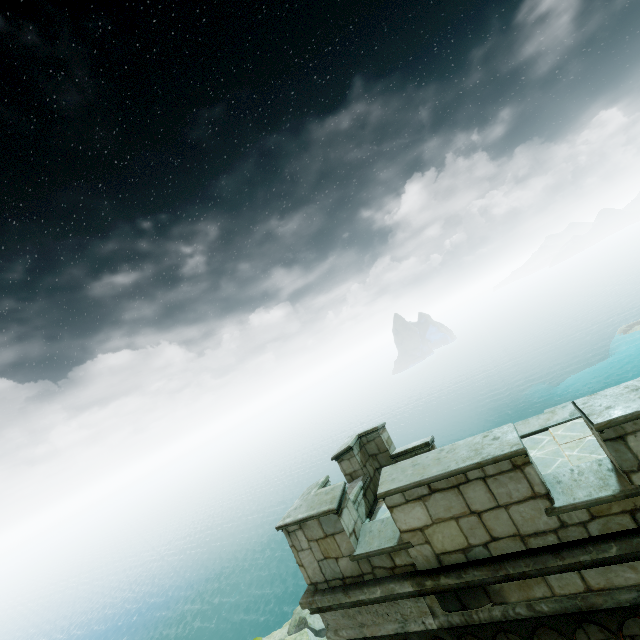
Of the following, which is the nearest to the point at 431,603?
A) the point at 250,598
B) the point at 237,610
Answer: the point at 237,610
